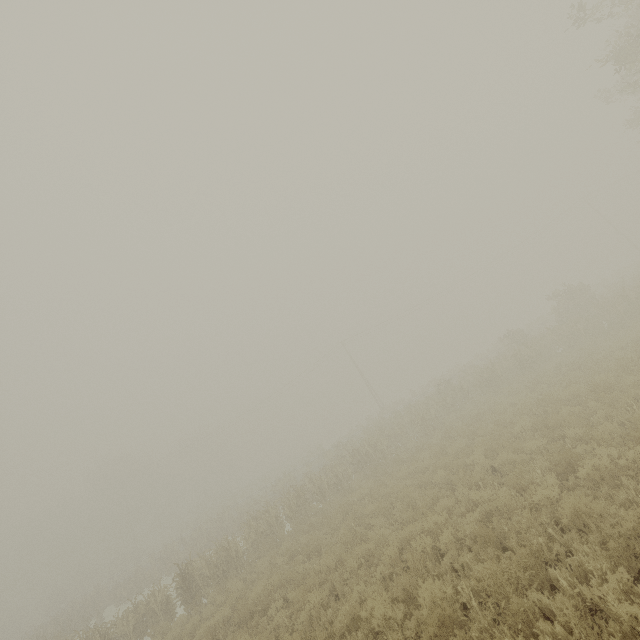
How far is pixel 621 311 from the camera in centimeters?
1814cm
